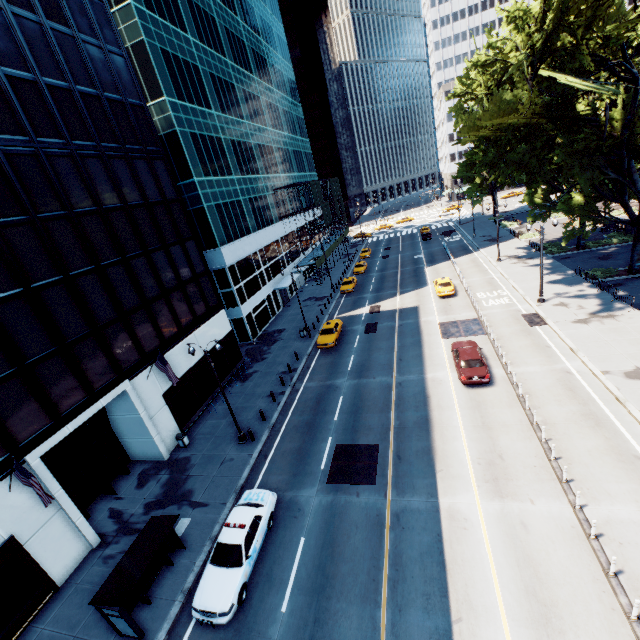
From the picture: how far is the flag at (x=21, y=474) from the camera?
12.6m

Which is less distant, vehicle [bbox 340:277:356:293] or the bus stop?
the bus stop

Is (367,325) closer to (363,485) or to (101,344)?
(363,485)

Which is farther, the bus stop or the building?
the building

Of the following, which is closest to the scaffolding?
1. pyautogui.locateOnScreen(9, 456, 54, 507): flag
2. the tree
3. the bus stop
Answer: the tree

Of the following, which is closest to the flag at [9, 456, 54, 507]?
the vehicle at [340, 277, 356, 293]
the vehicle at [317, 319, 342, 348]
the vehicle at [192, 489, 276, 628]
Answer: the vehicle at [192, 489, 276, 628]

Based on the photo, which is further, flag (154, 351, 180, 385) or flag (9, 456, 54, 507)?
flag (154, 351, 180, 385)

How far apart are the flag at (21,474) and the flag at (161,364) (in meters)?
7.97
